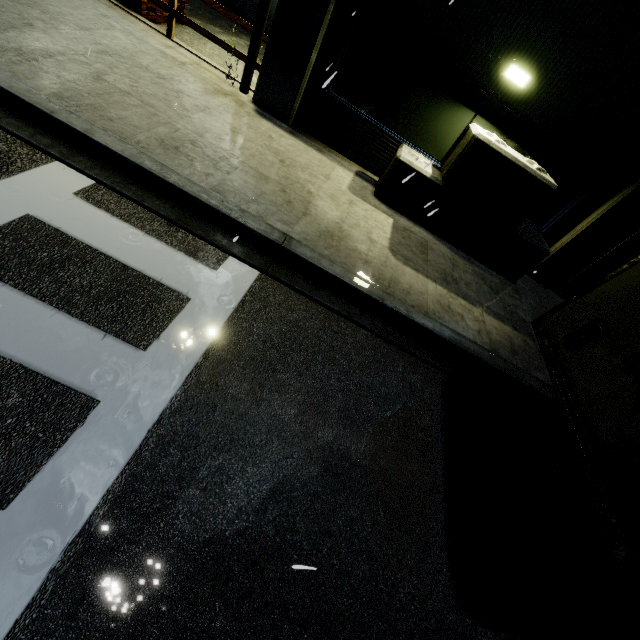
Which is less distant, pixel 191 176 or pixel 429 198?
pixel 191 176

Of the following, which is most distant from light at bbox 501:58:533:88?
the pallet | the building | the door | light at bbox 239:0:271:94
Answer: the door

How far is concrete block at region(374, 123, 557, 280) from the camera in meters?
6.1

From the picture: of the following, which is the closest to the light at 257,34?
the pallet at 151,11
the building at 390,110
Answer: the building at 390,110

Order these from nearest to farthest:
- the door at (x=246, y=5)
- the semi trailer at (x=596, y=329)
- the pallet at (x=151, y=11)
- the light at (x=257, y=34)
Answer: the semi trailer at (x=596, y=329)
the light at (x=257, y=34)
the pallet at (x=151, y=11)
the door at (x=246, y=5)

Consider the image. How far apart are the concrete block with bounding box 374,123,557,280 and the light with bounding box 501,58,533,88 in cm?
83

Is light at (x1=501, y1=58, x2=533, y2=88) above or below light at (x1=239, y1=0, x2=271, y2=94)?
above

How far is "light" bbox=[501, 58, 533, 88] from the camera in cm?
591
